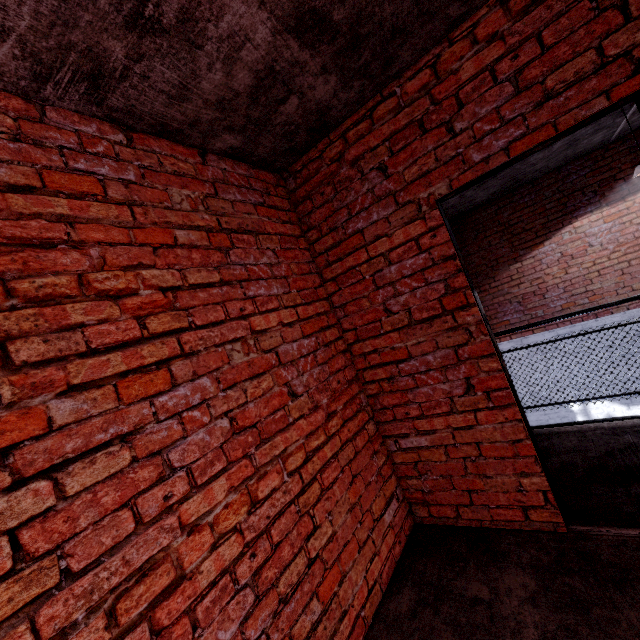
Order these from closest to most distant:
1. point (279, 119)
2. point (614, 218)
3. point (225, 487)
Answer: point (225, 487)
point (279, 119)
point (614, 218)
